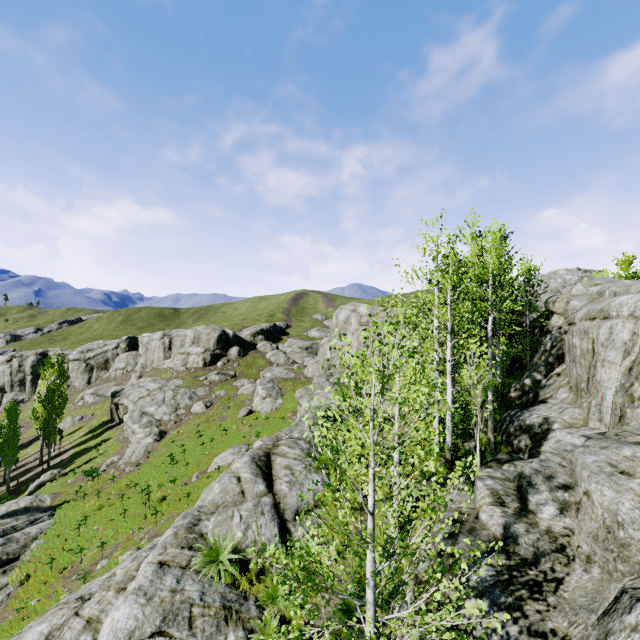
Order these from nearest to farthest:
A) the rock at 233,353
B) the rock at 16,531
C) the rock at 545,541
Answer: the rock at 545,541, the rock at 233,353, the rock at 16,531

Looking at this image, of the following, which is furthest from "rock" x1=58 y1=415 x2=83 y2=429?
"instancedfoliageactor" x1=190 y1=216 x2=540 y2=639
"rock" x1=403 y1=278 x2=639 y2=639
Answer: "rock" x1=403 y1=278 x2=639 y2=639

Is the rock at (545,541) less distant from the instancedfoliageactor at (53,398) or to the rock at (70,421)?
the instancedfoliageactor at (53,398)

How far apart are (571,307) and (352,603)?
16.1 meters

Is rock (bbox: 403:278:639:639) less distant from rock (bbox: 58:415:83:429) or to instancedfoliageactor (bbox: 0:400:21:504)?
instancedfoliageactor (bbox: 0:400:21:504)

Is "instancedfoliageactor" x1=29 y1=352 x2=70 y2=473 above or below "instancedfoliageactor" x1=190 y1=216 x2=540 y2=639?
below
